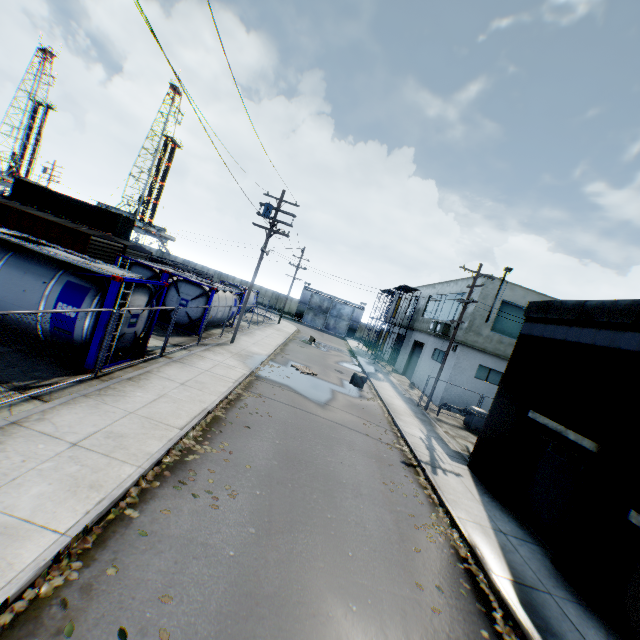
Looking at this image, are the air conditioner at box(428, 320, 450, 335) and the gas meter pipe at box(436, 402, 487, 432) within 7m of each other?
yes

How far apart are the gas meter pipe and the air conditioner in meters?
5.8 m

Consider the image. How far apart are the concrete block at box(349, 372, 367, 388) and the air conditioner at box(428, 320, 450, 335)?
7.32m

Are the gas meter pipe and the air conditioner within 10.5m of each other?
yes

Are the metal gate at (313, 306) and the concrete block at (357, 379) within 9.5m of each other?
no

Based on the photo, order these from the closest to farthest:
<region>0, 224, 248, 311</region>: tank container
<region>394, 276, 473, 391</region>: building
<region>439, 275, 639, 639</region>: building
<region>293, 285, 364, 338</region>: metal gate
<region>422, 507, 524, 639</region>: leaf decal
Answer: <region>422, 507, 524, 639</region>: leaf decal < <region>439, 275, 639, 639</region>: building < <region>0, 224, 248, 311</region>: tank container < <region>394, 276, 473, 391</region>: building < <region>293, 285, 364, 338</region>: metal gate

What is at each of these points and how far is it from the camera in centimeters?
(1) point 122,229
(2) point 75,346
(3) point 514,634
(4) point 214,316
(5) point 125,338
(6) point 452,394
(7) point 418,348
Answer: (1) storage container, 3562cm
(2) tank container, 974cm
(3) leaf decal, 578cm
(4) tank container, 2041cm
(5) tank container, 1077cm
(6) building, 2278cm
(7) building, 3206cm

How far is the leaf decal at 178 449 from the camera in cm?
734
